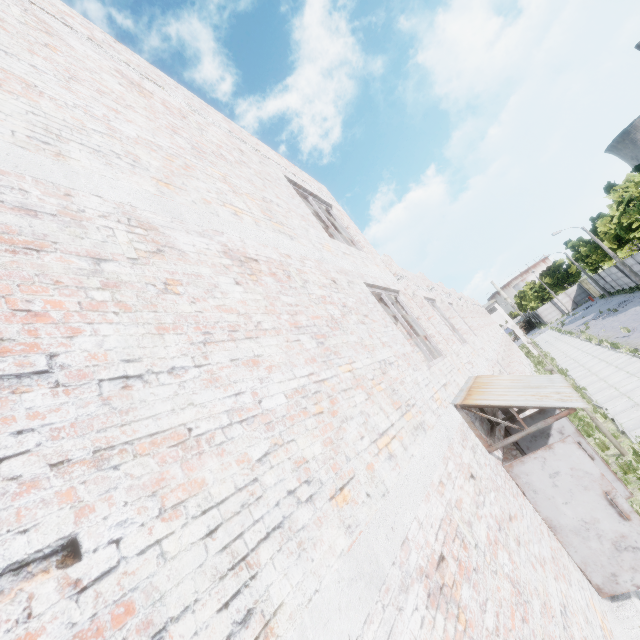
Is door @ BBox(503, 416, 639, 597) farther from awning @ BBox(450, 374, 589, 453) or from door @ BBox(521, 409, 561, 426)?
door @ BBox(521, 409, 561, 426)

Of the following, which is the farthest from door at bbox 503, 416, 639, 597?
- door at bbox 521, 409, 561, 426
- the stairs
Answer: door at bbox 521, 409, 561, 426

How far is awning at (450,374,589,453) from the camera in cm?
512

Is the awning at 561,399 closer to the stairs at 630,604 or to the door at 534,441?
the door at 534,441

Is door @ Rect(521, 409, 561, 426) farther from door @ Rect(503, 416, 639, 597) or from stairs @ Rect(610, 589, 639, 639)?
door @ Rect(503, 416, 639, 597)

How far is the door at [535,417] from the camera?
7.1 meters

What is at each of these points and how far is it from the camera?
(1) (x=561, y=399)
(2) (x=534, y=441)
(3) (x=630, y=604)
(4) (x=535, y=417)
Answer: (1) awning, 5.3 meters
(2) door, 7.3 meters
(3) stairs, 4.9 meters
(4) door, 7.3 meters

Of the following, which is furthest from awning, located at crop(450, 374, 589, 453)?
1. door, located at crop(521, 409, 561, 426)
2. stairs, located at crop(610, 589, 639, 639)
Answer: stairs, located at crop(610, 589, 639, 639)
